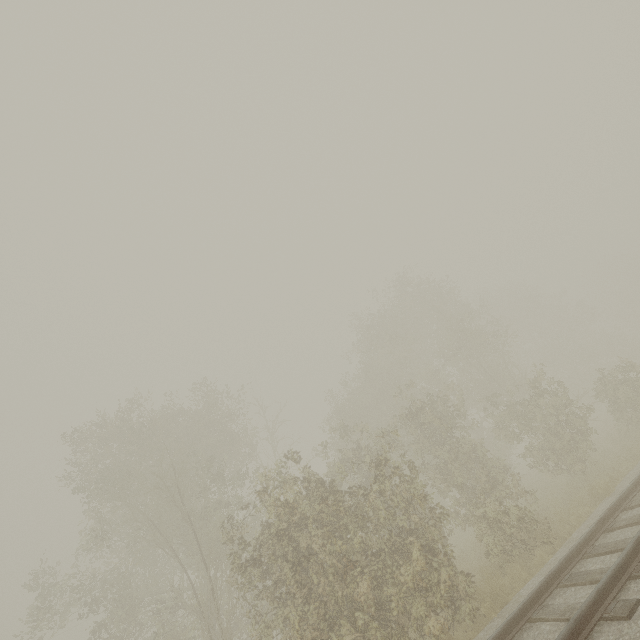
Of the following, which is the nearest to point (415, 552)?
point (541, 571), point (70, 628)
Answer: point (541, 571)
